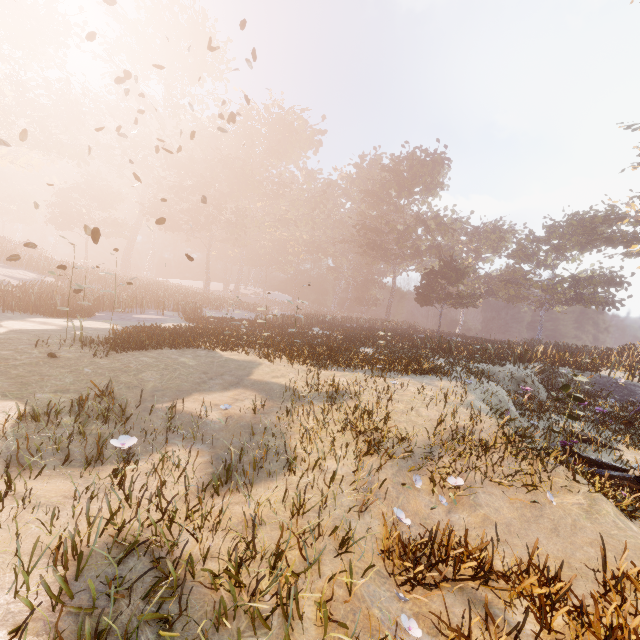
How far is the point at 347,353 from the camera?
12.4 meters

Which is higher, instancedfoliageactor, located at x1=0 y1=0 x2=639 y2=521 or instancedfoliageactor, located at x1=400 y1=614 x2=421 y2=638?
instancedfoliageactor, located at x1=0 y1=0 x2=639 y2=521

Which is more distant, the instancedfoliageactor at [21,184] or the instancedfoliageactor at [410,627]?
the instancedfoliageactor at [21,184]

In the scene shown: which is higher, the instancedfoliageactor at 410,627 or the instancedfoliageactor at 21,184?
the instancedfoliageactor at 21,184

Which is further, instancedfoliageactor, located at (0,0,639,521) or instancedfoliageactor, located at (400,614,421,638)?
instancedfoliageactor, located at (0,0,639,521)
